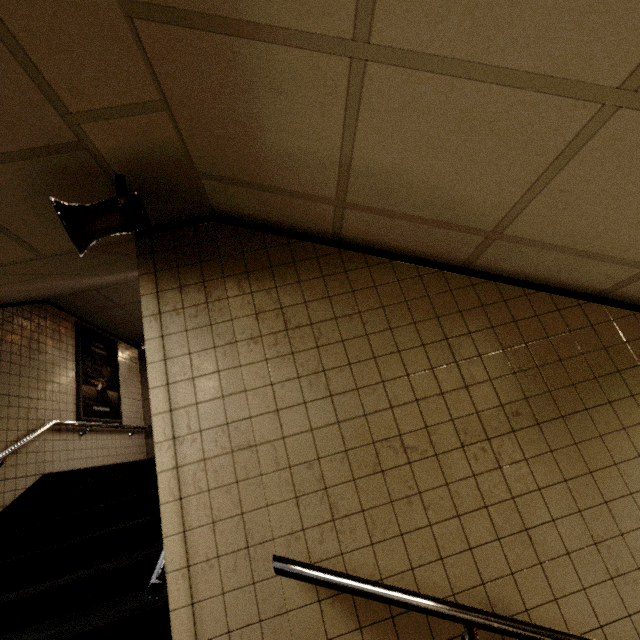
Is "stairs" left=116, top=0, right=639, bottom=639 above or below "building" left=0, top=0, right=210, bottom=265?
below

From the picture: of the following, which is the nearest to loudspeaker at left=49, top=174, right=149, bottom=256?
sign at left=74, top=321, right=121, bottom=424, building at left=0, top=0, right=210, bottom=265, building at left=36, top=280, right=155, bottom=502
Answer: building at left=0, top=0, right=210, bottom=265

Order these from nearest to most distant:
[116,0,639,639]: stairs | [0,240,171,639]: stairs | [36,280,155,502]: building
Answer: [116,0,639,639]: stairs
[0,240,171,639]: stairs
[36,280,155,502]: building

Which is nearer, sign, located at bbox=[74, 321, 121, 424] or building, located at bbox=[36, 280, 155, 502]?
building, located at bbox=[36, 280, 155, 502]

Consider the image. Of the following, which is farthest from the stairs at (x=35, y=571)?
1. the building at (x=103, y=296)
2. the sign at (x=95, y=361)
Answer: the sign at (x=95, y=361)

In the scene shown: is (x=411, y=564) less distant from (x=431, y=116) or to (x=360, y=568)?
(x=360, y=568)

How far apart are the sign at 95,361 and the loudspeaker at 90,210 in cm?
480

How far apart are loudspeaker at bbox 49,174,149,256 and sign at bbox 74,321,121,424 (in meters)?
4.80
